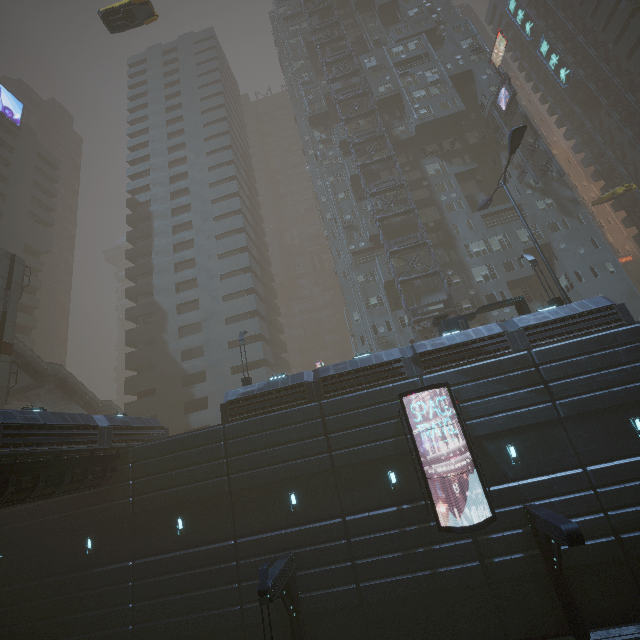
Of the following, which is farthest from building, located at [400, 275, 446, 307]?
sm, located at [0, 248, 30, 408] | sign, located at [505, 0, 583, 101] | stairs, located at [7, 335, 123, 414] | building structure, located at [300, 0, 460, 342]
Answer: sm, located at [0, 248, 30, 408]

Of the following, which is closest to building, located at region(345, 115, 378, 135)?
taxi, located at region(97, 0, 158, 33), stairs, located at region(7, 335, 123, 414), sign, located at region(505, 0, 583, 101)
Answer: stairs, located at region(7, 335, 123, 414)

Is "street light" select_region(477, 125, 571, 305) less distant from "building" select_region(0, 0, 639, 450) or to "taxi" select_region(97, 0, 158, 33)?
"building" select_region(0, 0, 639, 450)

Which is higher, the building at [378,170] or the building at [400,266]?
the building at [378,170]

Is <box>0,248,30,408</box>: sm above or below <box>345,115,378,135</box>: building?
below

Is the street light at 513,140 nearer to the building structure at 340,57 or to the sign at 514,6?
the building structure at 340,57

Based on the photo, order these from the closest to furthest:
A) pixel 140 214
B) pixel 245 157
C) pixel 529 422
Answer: pixel 529 422
pixel 140 214
pixel 245 157

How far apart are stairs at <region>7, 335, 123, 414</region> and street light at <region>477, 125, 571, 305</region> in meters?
41.8 m
